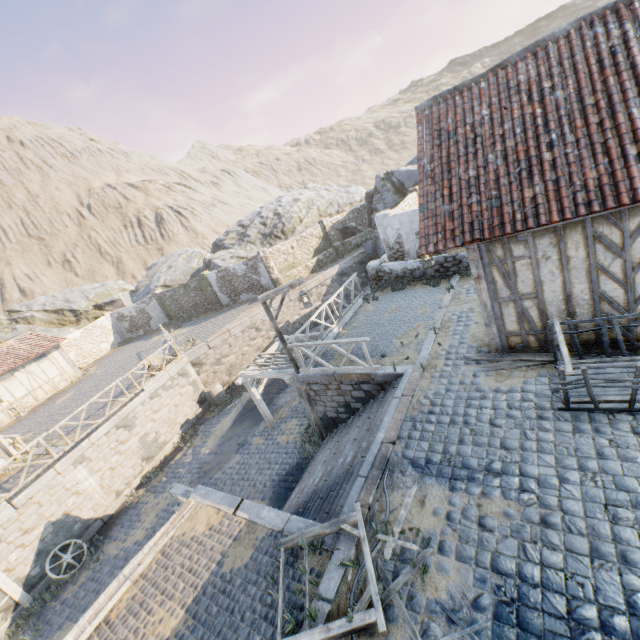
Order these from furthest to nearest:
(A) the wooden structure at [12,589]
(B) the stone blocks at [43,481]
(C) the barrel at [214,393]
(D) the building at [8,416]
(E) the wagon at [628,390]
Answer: (D) the building at [8,416], (C) the barrel at [214,393], (B) the stone blocks at [43,481], (A) the wooden structure at [12,589], (E) the wagon at [628,390]

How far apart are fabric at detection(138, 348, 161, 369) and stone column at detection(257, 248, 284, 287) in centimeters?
902cm

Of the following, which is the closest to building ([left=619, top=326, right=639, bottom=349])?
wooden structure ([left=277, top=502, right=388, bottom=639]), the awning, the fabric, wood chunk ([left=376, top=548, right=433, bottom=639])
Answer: wood chunk ([left=376, top=548, right=433, bottom=639])

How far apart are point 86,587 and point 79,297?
29.5 meters

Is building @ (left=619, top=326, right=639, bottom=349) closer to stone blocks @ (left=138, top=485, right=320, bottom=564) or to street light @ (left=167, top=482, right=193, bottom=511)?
stone blocks @ (left=138, top=485, right=320, bottom=564)

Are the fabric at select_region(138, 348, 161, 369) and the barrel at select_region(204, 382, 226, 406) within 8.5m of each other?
yes

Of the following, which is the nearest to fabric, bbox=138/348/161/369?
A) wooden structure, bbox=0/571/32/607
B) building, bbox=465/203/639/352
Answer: wooden structure, bbox=0/571/32/607

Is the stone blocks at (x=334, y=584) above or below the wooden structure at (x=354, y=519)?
below
